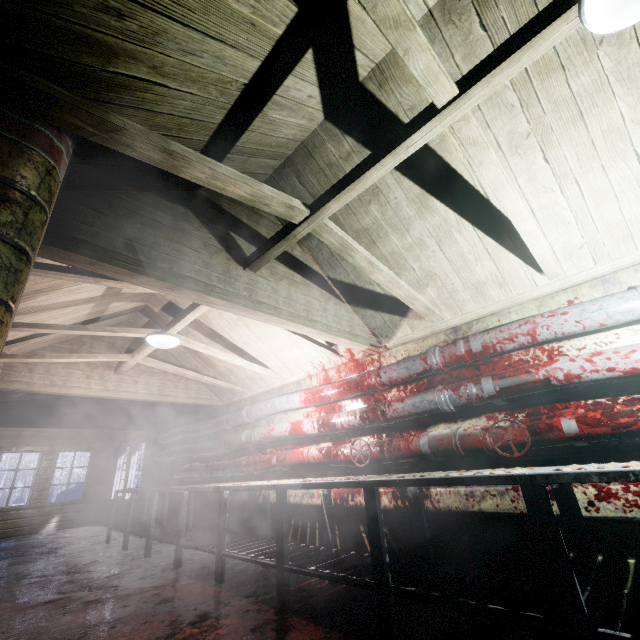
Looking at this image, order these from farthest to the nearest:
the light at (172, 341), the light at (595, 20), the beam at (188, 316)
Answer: the light at (172, 341) → the beam at (188, 316) → the light at (595, 20)

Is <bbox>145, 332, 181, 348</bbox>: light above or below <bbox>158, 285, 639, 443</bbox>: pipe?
above

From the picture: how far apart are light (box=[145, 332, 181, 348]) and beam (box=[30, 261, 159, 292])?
0.0m

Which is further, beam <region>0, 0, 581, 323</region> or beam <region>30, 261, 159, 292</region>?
beam <region>30, 261, 159, 292</region>

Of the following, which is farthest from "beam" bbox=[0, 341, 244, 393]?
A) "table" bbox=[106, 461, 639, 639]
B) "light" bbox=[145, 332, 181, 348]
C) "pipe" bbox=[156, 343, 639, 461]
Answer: "table" bbox=[106, 461, 639, 639]

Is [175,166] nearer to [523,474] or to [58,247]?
[58,247]

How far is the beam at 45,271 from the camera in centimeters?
192cm
